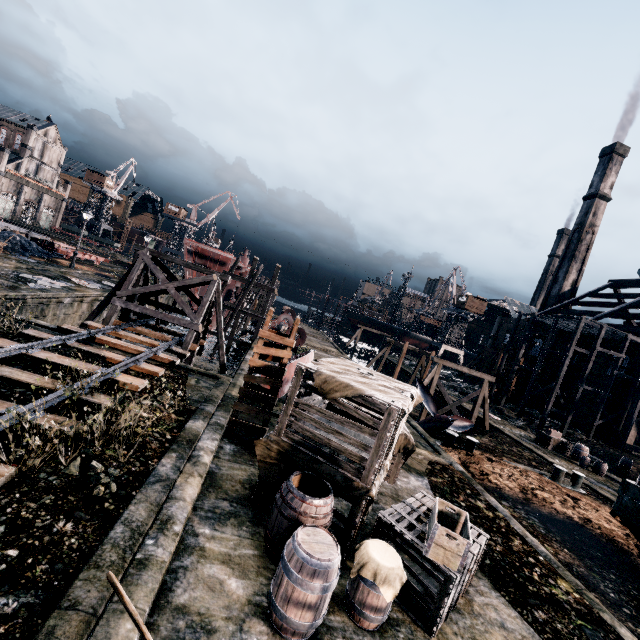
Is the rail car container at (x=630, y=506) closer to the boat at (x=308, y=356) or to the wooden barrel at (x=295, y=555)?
the wooden barrel at (x=295, y=555)

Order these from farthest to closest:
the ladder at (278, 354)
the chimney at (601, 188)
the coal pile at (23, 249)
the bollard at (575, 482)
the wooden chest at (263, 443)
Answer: the chimney at (601, 188) < the coal pile at (23, 249) < the bollard at (575, 482) < the ladder at (278, 354) < the wooden chest at (263, 443)

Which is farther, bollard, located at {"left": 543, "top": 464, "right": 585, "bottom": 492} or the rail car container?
bollard, located at {"left": 543, "top": 464, "right": 585, "bottom": 492}

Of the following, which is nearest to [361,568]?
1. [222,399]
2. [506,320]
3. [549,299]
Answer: [222,399]

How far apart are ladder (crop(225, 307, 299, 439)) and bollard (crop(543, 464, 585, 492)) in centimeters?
1737cm

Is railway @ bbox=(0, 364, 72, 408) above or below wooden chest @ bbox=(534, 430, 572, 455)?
below

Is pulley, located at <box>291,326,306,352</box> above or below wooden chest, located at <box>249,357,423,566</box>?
above

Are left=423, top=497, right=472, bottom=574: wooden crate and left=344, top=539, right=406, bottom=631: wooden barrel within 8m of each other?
yes
